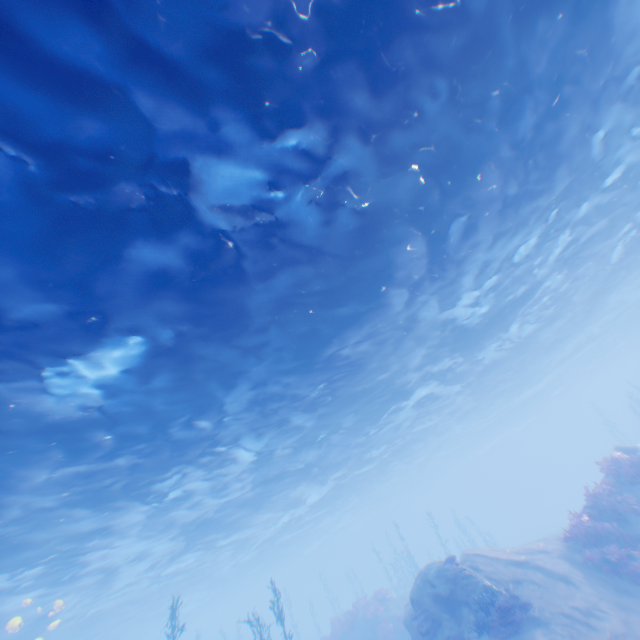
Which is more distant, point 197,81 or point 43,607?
point 43,607

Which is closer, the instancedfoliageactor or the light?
the light

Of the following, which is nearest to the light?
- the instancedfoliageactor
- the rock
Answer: the rock

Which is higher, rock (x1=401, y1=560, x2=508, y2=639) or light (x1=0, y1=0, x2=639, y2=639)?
light (x1=0, y1=0, x2=639, y2=639)

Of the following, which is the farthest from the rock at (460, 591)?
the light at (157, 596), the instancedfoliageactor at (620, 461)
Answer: the instancedfoliageactor at (620, 461)

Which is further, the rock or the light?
the rock

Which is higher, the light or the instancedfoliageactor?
the light
